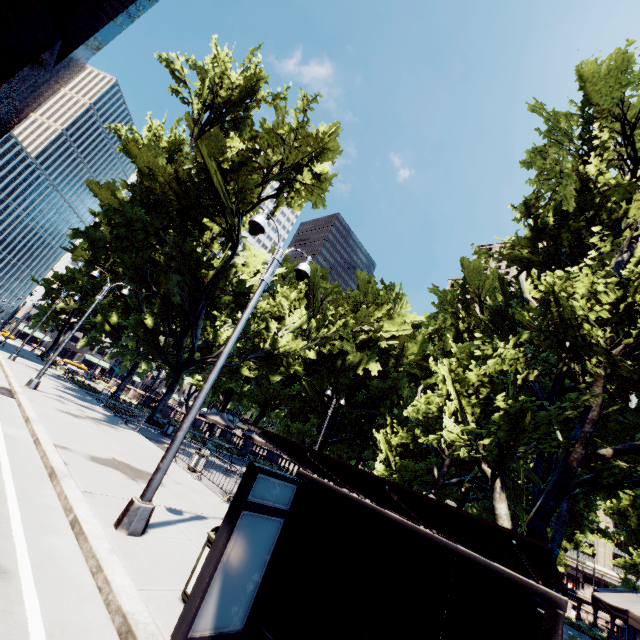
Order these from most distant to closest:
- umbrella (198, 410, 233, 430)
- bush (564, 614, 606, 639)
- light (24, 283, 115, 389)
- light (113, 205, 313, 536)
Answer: umbrella (198, 410, 233, 430) < light (24, 283, 115, 389) < bush (564, 614, 606, 639) < light (113, 205, 313, 536)

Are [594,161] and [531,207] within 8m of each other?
yes

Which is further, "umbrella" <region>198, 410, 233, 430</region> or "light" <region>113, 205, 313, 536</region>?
"umbrella" <region>198, 410, 233, 430</region>

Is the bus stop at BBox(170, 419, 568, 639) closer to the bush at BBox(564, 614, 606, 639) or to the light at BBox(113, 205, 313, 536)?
the light at BBox(113, 205, 313, 536)

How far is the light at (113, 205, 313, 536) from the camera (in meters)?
5.95

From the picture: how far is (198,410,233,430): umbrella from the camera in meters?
23.0

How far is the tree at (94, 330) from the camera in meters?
18.8

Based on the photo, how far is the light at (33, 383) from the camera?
17.08m
